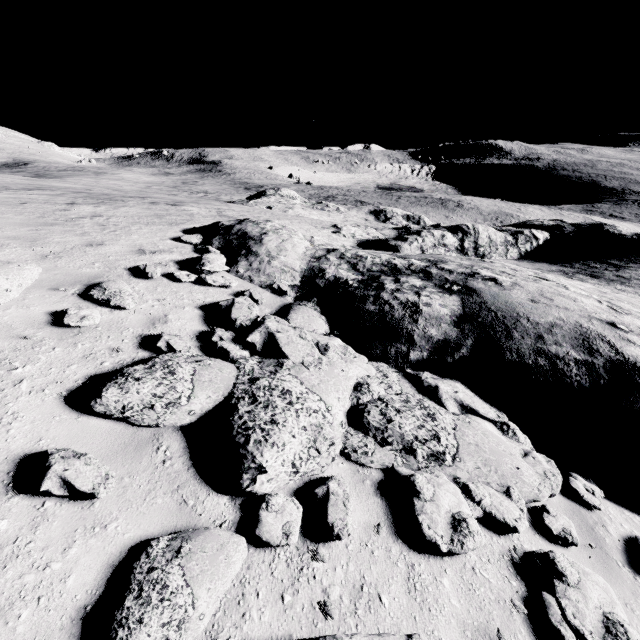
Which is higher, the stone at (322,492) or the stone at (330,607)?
the stone at (322,492)

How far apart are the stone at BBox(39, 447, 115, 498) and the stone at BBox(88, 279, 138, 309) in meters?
3.1 m

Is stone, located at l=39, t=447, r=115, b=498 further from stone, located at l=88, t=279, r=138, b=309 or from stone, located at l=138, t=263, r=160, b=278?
stone, located at l=88, t=279, r=138, b=309

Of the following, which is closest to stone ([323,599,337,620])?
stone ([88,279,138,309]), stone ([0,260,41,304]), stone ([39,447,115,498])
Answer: stone ([39,447,115,498])

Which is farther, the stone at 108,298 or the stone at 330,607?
the stone at 108,298

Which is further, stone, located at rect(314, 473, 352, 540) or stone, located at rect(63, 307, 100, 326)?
stone, located at rect(63, 307, 100, 326)

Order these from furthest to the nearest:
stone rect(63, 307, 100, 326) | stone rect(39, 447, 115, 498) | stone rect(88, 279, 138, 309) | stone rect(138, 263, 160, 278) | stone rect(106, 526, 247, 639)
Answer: stone rect(138, 263, 160, 278), stone rect(88, 279, 138, 309), stone rect(63, 307, 100, 326), stone rect(39, 447, 115, 498), stone rect(106, 526, 247, 639)

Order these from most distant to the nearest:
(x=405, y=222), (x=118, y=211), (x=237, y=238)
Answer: (x=405, y=222)
(x=118, y=211)
(x=237, y=238)
